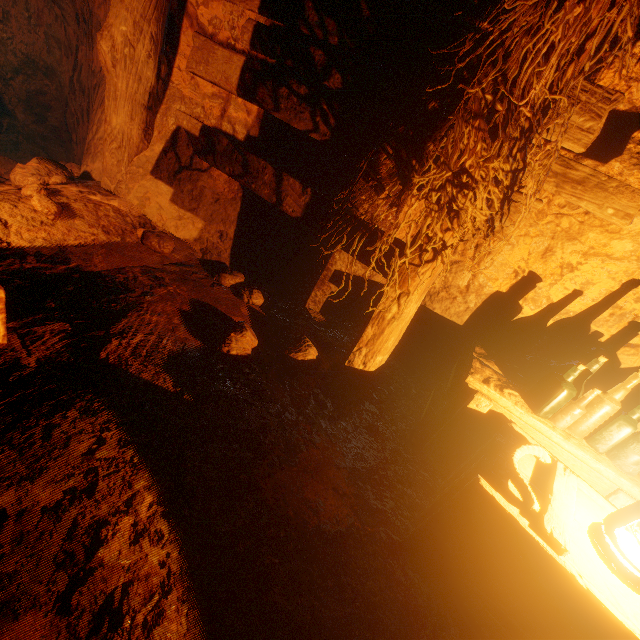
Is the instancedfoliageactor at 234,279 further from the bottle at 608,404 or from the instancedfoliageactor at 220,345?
the bottle at 608,404

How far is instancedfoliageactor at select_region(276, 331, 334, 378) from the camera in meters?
2.1 m

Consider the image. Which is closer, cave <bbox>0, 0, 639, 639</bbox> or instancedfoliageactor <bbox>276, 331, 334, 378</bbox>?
cave <bbox>0, 0, 639, 639</bbox>

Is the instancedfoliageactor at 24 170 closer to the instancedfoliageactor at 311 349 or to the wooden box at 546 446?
the instancedfoliageactor at 311 349

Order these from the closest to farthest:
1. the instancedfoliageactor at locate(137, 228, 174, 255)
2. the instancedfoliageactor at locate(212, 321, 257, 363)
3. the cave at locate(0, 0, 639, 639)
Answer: the cave at locate(0, 0, 639, 639) → the instancedfoliageactor at locate(212, 321, 257, 363) → the instancedfoliageactor at locate(137, 228, 174, 255)

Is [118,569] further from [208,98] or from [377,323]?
[208,98]

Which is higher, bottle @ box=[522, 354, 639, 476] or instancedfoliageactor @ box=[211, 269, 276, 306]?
bottle @ box=[522, 354, 639, 476]

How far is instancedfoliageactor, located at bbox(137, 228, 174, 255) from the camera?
2.5 meters
